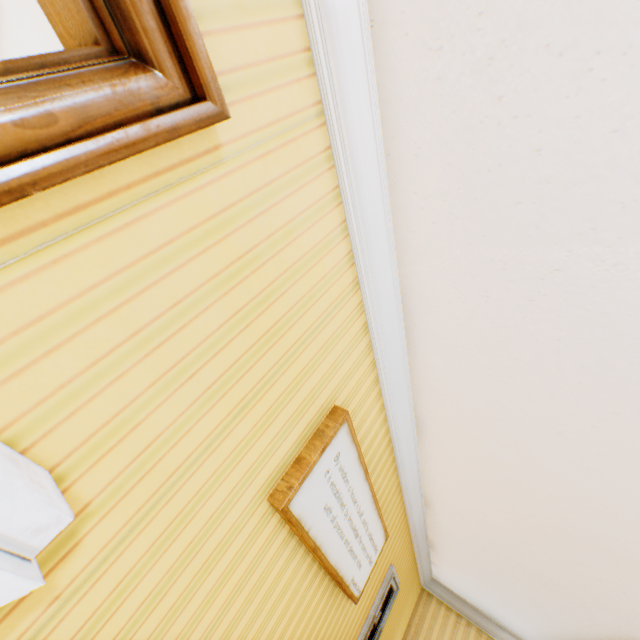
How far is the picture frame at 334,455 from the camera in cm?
158

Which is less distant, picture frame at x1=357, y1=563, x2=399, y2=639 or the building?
the building

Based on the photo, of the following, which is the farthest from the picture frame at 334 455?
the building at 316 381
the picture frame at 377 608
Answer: the picture frame at 377 608

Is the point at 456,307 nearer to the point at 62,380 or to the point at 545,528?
the point at 62,380

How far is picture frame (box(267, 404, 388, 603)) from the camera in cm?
158

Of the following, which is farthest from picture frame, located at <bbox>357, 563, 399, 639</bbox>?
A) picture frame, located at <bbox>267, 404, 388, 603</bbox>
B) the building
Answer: picture frame, located at <bbox>267, 404, 388, 603</bbox>

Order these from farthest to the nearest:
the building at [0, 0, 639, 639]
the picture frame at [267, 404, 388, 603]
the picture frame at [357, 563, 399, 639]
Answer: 1. the picture frame at [357, 563, 399, 639]
2. the picture frame at [267, 404, 388, 603]
3. the building at [0, 0, 639, 639]
